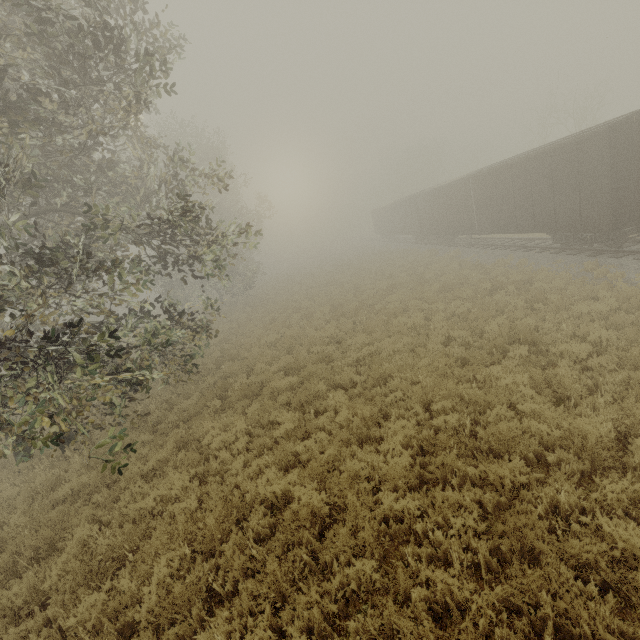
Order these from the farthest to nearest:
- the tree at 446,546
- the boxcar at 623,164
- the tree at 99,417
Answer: the boxcar at 623,164 → the tree at 99,417 → the tree at 446,546

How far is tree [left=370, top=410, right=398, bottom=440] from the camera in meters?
6.8

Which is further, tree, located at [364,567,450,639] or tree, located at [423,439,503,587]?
tree, located at [423,439,503,587]

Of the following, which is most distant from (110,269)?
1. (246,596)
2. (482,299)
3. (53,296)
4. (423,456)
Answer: (482,299)

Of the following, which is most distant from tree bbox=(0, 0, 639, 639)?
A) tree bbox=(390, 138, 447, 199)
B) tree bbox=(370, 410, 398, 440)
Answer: tree bbox=(390, 138, 447, 199)

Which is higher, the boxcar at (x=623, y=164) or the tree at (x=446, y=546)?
the boxcar at (x=623, y=164)

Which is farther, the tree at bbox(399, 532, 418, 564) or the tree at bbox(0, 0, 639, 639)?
the tree at bbox(0, 0, 639, 639)

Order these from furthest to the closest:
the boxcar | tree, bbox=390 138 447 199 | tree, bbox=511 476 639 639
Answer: tree, bbox=390 138 447 199
the boxcar
tree, bbox=511 476 639 639
